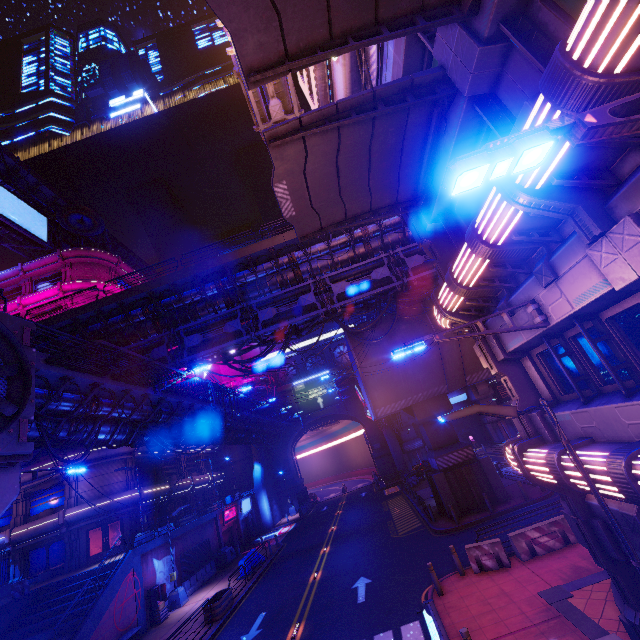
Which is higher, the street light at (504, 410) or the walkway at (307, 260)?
the walkway at (307, 260)

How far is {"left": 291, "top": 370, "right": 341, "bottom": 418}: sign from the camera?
51.97m

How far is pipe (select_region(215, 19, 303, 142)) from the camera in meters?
16.0 m

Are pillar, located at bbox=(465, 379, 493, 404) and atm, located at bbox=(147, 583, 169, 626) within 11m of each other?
no

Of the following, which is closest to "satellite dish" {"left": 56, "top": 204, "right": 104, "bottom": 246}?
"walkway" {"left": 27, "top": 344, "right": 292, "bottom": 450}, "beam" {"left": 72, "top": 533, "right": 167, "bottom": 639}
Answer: "walkway" {"left": 27, "top": 344, "right": 292, "bottom": 450}

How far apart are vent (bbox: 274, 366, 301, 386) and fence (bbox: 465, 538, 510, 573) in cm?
4401

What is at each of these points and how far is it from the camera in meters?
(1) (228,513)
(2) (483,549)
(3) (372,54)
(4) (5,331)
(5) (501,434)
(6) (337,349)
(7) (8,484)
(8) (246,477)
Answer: (1) sign, 34.9 m
(2) fence, 13.3 m
(3) sign, 9.6 m
(4) vent, 9.4 m
(5) pillar, 45.4 m
(6) vent, 58.3 m
(7) walkway, 8.9 m
(8) building, 49.1 m

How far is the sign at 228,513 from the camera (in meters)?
33.70
